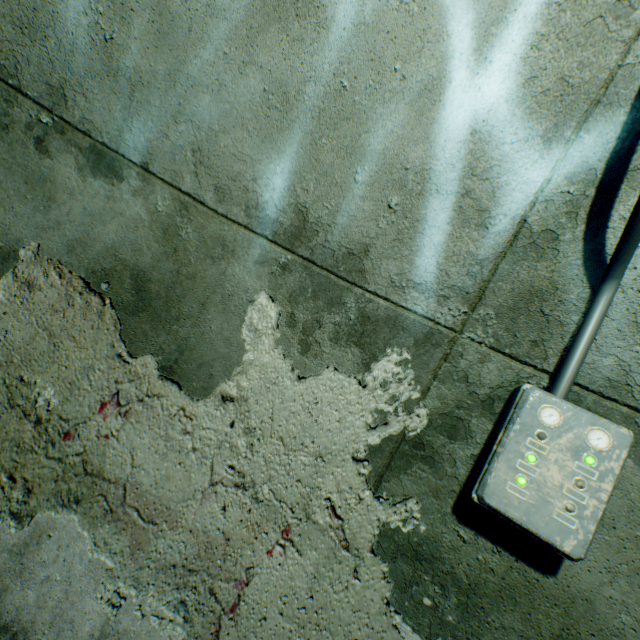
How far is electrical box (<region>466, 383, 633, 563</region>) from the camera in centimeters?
87cm

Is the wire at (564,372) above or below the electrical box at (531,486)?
above

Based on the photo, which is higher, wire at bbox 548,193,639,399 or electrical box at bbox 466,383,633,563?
wire at bbox 548,193,639,399

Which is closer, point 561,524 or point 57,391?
point 561,524

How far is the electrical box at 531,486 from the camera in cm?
87
